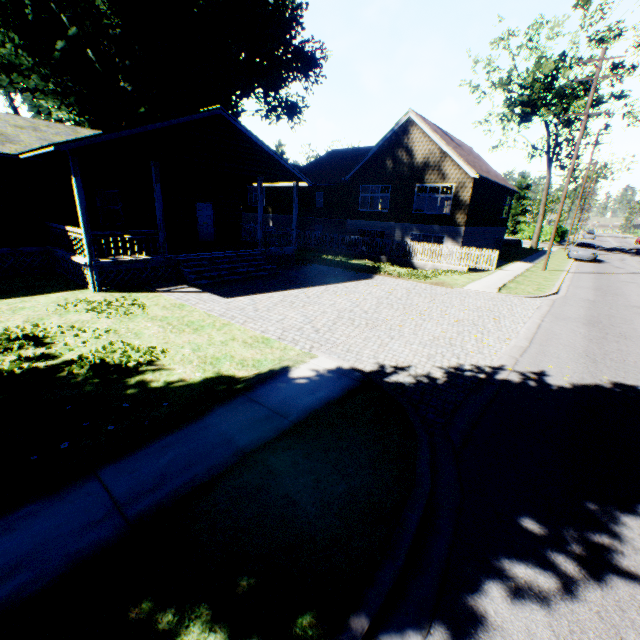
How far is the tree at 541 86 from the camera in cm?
3036

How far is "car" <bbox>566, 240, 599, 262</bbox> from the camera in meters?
27.3 m

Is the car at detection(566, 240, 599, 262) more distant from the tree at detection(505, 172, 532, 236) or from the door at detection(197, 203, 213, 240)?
the door at detection(197, 203, 213, 240)

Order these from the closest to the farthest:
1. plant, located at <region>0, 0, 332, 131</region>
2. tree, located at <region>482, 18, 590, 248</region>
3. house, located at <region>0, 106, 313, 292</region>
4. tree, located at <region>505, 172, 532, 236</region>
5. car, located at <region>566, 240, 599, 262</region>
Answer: house, located at <region>0, 106, 313, 292</region> → plant, located at <region>0, 0, 332, 131</region> → car, located at <region>566, 240, 599, 262</region> → tree, located at <region>482, 18, 590, 248</region> → tree, located at <region>505, 172, 532, 236</region>

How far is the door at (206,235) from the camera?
18.7m

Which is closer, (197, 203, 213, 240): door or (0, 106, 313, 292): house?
(0, 106, 313, 292): house

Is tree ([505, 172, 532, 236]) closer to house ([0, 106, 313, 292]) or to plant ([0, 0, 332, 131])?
plant ([0, 0, 332, 131])

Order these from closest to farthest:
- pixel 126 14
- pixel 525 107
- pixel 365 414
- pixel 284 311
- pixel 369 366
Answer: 1. pixel 365 414
2. pixel 369 366
3. pixel 284 311
4. pixel 126 14
5. pixel 525 107
